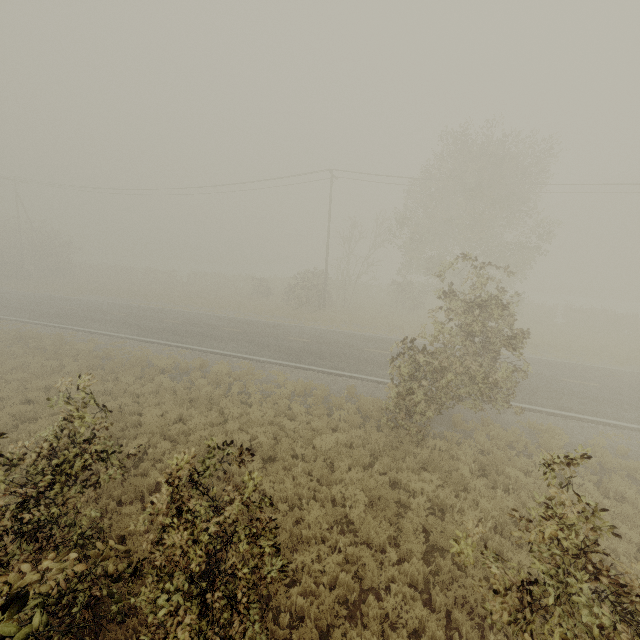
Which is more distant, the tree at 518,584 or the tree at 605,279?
the tree at 605,279

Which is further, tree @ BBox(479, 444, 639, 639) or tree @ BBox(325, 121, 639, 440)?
tree @ BBox(325, 121, 639, 440)

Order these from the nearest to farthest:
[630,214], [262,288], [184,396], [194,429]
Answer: [194,429] → [184,396] → [262,288] → [630,214]
